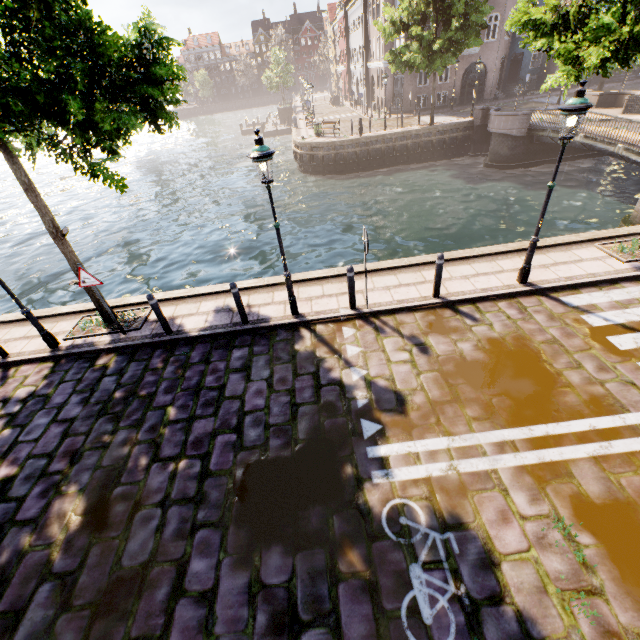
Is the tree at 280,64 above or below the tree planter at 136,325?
above

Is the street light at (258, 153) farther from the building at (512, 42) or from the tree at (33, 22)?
the building at (512, 42)

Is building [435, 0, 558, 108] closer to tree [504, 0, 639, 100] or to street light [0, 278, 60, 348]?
tree [504, 0, 639, 100]

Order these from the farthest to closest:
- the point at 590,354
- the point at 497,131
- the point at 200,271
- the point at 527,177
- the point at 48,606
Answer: the point at 497,131, the point at 527,177, the point at 200,271, the point at 590,354, the point at 48,606

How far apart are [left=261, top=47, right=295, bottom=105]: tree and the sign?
53.2 meters

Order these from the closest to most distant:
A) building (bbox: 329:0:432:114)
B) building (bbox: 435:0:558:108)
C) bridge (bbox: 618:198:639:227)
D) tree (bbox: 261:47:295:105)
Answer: bridge (bbox: 618:198:639:227)
building (bbox: 435:0:558:108)
building (bbox: 329:0:432:114)
tree (bbox: 261:47:295:105)

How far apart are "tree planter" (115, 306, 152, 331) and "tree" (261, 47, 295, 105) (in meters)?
52.30

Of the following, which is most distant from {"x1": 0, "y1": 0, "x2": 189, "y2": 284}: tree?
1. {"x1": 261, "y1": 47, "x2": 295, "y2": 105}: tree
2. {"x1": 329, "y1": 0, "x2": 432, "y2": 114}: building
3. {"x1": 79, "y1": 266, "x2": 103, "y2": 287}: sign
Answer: {"x1": 261, "y1": 47, "x2": 295, "y2": 105}: tree
